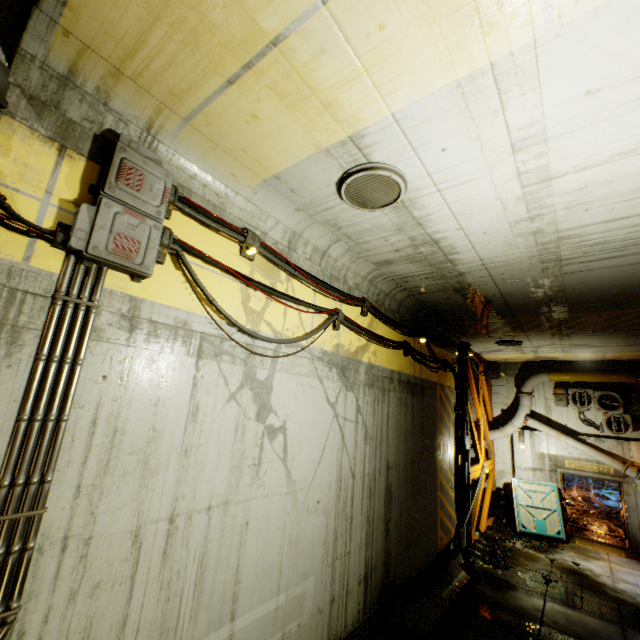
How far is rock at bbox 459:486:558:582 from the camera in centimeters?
966cm

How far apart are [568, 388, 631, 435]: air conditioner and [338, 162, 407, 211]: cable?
14.0 meters

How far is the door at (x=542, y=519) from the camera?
12.6m

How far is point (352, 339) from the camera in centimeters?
609cm

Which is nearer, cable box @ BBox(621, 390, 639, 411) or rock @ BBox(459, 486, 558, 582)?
rock @ BBox(459, 486, 558, 582)

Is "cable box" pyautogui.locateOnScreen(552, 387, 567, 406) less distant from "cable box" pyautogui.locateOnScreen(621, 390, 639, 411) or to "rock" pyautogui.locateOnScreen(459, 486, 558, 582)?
"cable box" pyautogui.locateOnScreen(621, 390, 639, 411)

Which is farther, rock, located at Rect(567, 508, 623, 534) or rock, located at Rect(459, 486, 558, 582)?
rock, located at Rect(567, 508, 623, 534)

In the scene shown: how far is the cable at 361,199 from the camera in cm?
358
